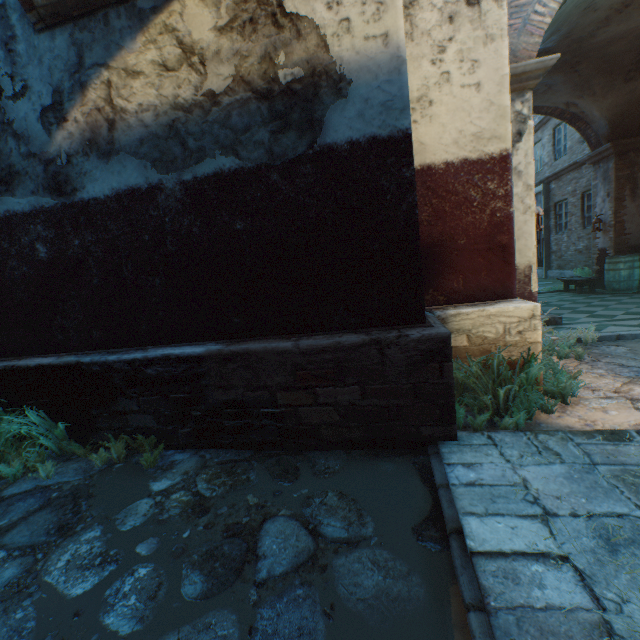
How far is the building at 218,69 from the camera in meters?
2.5 m

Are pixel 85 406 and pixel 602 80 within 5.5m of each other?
no

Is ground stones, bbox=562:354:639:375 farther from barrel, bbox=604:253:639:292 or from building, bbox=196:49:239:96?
barrel, bbox=604:253:639:292

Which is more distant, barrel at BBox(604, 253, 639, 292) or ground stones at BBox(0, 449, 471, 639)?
barrel at BBox(604, 253, 639, 292)

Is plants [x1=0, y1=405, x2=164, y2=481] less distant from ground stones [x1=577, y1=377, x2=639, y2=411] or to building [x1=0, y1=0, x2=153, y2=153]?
building [x1=0, y1=0, x2=153, y2=153]

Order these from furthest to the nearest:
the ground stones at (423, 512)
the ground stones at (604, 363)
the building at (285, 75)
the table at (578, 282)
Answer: the table at (578, 282) → the ground stones at (604, 363) → the building at (285, 75) → the ground stones at (423, 512)

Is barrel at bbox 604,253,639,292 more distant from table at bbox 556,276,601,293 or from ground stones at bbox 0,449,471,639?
ground stones at bbox 0,449,471,639

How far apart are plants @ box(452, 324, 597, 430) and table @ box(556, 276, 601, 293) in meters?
8.0
